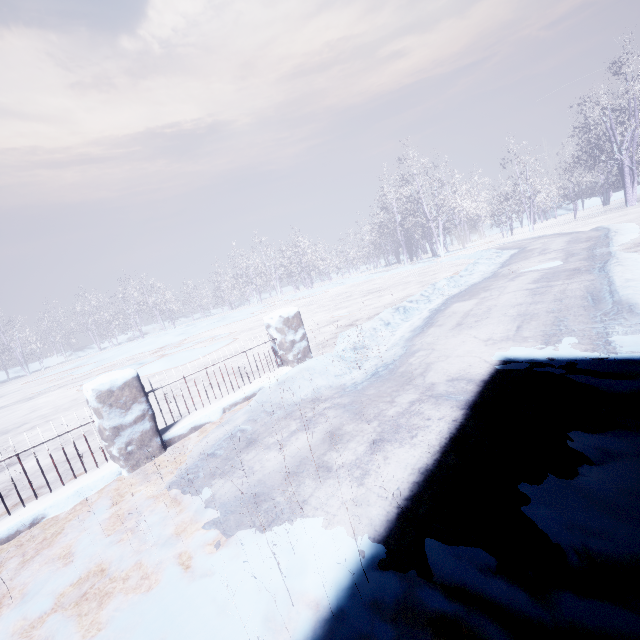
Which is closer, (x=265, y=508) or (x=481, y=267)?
(x=265, y=508)
